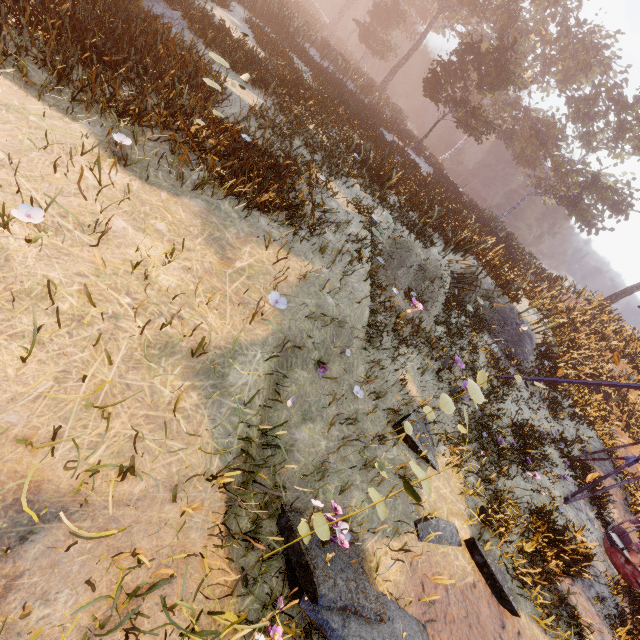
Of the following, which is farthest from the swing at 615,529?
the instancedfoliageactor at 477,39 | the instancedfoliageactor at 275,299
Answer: the instancedfoliageactor at 477,39

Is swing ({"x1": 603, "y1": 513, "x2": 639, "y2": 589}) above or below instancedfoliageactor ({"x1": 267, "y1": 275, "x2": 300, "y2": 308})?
below

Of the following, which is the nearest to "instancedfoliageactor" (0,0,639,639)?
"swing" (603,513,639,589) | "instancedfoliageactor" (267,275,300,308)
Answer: "instancedfoliageactor" (267,275,300,308)

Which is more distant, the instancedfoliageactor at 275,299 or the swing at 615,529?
the swing at 615,529

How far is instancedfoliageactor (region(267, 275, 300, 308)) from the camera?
3.65m

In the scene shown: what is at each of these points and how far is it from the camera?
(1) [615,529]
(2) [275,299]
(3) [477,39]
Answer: (1) swing, 8.91m
(2) instancedfoliageactor, 3.70m
(3) instancedfoliageactor, 36.25m

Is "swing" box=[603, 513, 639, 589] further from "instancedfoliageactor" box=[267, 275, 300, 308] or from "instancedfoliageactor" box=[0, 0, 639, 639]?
"instancedfoliageactor" box=[0, 0, 639, 639]
